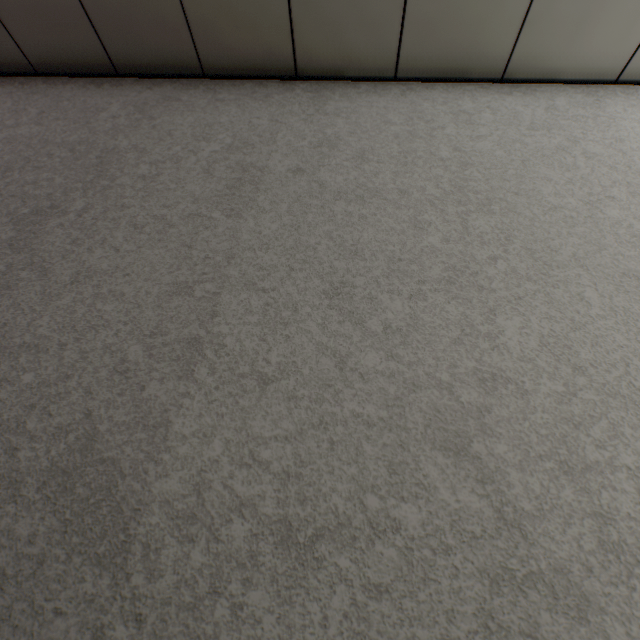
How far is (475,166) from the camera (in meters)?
1.26
